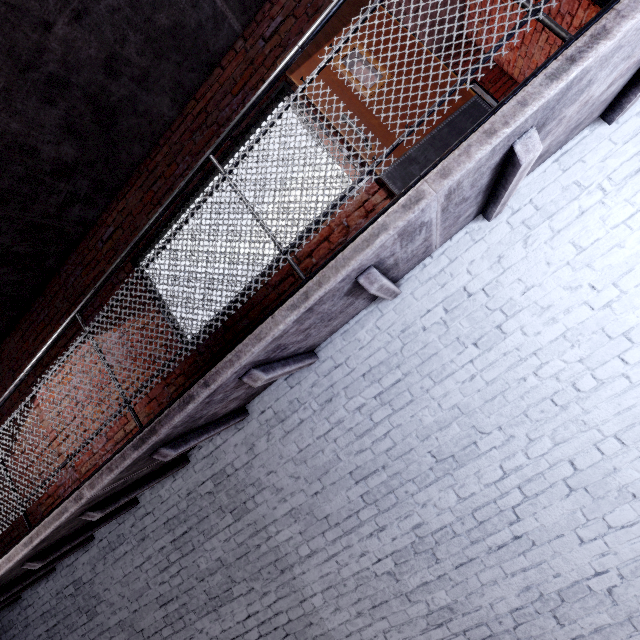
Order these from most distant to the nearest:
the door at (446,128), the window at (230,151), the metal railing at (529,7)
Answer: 1. the window at (230,151)
2. the door at (446,128)
3. the metal railing at (529,7)

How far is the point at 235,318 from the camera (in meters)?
3.44

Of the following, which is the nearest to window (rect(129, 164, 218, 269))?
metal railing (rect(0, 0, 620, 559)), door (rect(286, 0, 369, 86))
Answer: door (rect(286, 0, 369, 86))

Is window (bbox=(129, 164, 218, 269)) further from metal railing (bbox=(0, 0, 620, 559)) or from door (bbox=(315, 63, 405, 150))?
metal railing (bbox=(0, 0, 620, 559))

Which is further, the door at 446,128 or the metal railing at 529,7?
the door at 446,128
